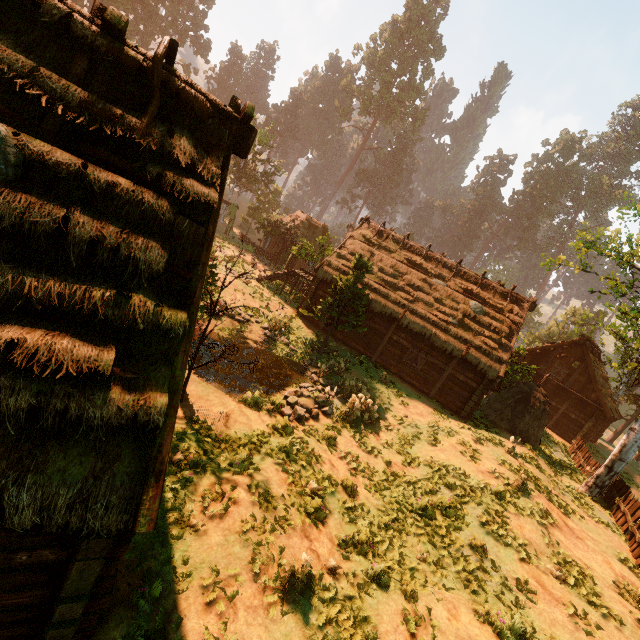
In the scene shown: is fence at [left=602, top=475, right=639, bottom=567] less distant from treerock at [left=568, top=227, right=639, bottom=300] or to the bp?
treerock at [left=568, top=227, right=639, bottom=300]

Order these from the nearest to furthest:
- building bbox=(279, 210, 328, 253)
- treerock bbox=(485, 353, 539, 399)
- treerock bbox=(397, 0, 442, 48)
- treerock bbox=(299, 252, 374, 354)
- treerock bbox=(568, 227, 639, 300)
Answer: treerock bbox=(568, 227, 639, 300) < treerock bbox=(299, 252, 374, 354) < treerock bbox=(485, 353, 539, 399) < building bbox=(279, 210, 328, 253) < treerock bbox=(397, 0, 442, 48)

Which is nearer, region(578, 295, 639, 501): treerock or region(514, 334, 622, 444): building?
region(578, 295, 639, 501): treerock

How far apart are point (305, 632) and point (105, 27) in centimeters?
1021cm

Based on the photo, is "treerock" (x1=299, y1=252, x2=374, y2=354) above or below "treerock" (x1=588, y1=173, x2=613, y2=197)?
below

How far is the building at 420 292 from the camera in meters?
18.4 m

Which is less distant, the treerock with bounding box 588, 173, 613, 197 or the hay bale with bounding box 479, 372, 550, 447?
the hay bale with bounding box 479, 372, 550, 447

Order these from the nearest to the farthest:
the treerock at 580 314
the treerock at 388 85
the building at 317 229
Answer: the treerock at 580 314 → the building at 317 229 → the treerock at 388 85
